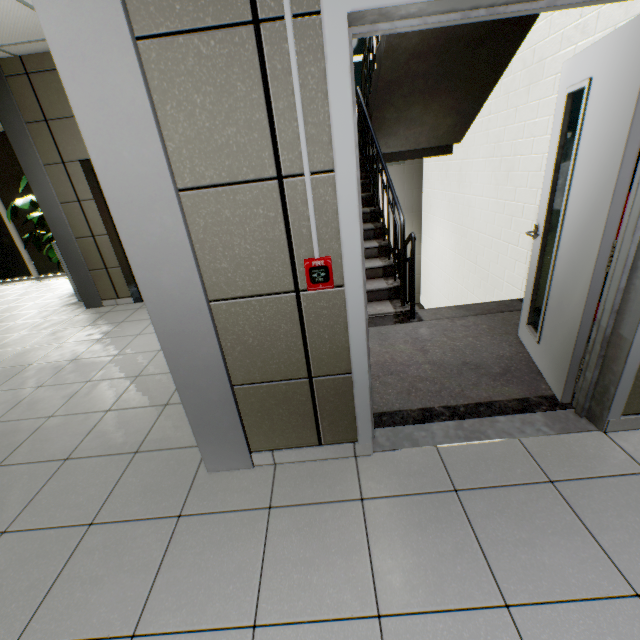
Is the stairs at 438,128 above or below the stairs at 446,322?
above

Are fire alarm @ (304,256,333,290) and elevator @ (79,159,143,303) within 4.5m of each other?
yes

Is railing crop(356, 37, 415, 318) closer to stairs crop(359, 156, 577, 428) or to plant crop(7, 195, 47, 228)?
stairs crop(359, 156, 577, 428)

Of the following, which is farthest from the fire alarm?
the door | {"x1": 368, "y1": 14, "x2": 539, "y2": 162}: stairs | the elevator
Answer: the elevator

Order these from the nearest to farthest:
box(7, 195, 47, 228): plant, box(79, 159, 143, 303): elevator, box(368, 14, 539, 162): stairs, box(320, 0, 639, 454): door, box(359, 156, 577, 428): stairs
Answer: box(320, 0, 639, 454): door, box(359, 156, 577, 428): stairs, box(368, 14, 539, 162): stairs, box(79, 159, 143, 303): elevator, box(7, 195, 47, 228): plant

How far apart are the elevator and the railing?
2.45m

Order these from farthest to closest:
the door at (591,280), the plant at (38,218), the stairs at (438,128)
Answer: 1. the plant at (38,218)
2. the stairs at (438,128)
3. the door at (591,280)

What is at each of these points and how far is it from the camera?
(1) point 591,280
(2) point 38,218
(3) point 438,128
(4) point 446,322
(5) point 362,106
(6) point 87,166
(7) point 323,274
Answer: (1) door, 1.8 meters
(2) plant, 6.7 meters
(3) stairs, 4.7 meters
(4) stairs, 3.4 meters
(5) railing, 4.5 meters
(6) elevator, 4.4 meters
(7) fire alarm, 1.5 meters
